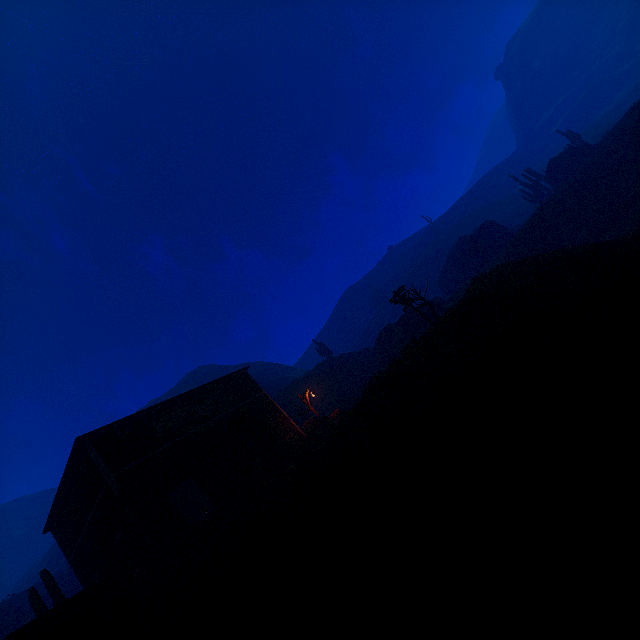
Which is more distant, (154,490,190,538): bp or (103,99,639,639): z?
(154,490,190,538): bp

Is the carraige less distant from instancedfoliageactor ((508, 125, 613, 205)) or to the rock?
instancedfoliageactor ((508, 125, 613, 205))

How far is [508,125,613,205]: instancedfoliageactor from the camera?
37.19m

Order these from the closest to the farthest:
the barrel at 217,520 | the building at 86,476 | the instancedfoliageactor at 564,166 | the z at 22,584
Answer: the barrel at 217,520 → the building at 86,476 → the z at 22,584 → the instancedfoliageactor at 564,166

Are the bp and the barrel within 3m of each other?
yes

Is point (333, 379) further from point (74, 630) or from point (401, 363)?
point (74, 630)

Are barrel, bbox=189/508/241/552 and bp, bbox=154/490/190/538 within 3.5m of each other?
yes

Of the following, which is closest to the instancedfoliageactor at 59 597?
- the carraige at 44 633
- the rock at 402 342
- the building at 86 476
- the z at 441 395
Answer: the building at 86 476
